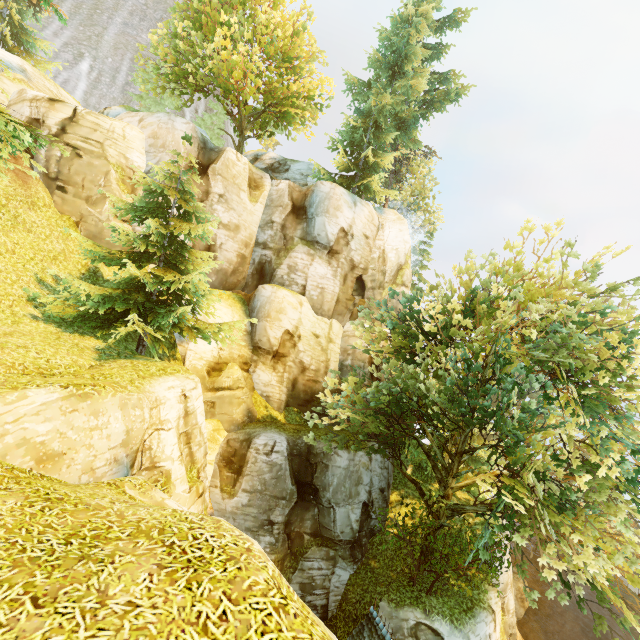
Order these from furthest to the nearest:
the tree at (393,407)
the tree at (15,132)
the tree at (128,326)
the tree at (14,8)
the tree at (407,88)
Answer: the tree at (407,88), the tree at (14,8), the tree at (128,326), the tree at (393,407), the tree at (15,132)

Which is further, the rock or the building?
the rock

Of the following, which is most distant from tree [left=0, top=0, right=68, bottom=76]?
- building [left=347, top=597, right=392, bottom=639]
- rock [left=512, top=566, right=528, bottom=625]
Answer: rock [left=512, top=566, right=528, bottom=625]

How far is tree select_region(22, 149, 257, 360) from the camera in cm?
1266

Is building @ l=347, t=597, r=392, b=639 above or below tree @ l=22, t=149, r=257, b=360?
below

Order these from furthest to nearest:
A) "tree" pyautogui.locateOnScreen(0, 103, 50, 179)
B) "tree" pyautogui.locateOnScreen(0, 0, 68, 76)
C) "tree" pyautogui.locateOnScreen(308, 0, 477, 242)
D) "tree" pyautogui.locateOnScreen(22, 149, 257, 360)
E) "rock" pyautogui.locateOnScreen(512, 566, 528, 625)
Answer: "rock" pyautogui.locateOnScreen(512, 566, 528, 625)
"tree" pyautogui.locateOnScreen(308, 0, 477, 242)
"tree" pyautogui.locateOnScreen(0, 0, 68, 76)
"tree" pyautogui.locateOnScreen(22, 149, 257, 360)
"tree" pyautogui.locateOnScreen(0, 103, 50, 179)

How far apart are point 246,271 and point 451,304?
14.8m

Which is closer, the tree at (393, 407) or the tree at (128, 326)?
A: the tree at (393, 407)
